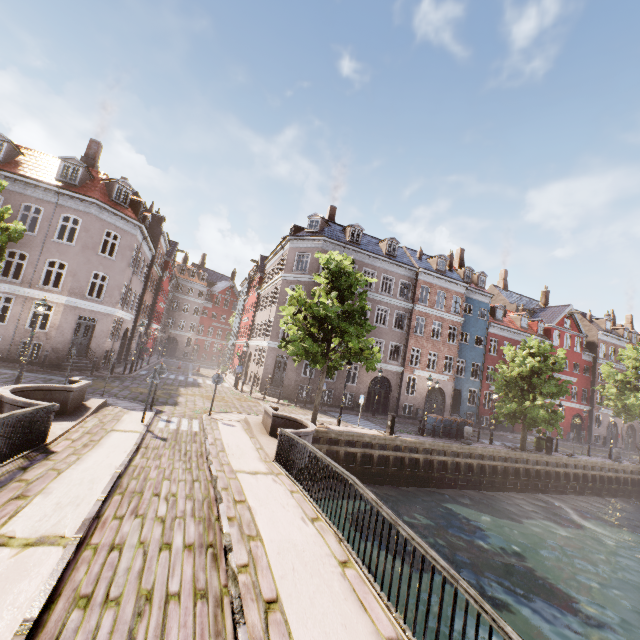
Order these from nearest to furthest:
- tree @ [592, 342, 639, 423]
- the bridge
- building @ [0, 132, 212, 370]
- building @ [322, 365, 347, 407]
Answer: the bridge < building @ [0, 132, 212, 370] < building @ [322, 365, 347, 407] < tree @ [592, 342, 639, 423]

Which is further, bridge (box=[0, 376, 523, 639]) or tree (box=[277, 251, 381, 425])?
tree (box=[277, 251, 381, 425])

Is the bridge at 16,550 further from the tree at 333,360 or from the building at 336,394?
the building at 336,394

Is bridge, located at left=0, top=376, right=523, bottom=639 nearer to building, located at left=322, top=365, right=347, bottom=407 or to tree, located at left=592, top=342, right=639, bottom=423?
tree, located at left=592, top=342, right=639, bottom=423

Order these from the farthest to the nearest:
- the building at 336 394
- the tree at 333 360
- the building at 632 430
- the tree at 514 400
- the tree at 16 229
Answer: the building at 632 430
the building at 336 394
the tree at 514 400
the tree at 333 360
the tree at 16 229

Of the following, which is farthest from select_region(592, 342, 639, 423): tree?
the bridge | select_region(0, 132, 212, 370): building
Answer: select_region(0, 132, 212, 370): building

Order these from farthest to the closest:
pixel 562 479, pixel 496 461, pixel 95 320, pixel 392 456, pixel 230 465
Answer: pixel 562 479 → pixel 95 320 → pixel 496 461 → pixel 392 456 → pixel 230 465
